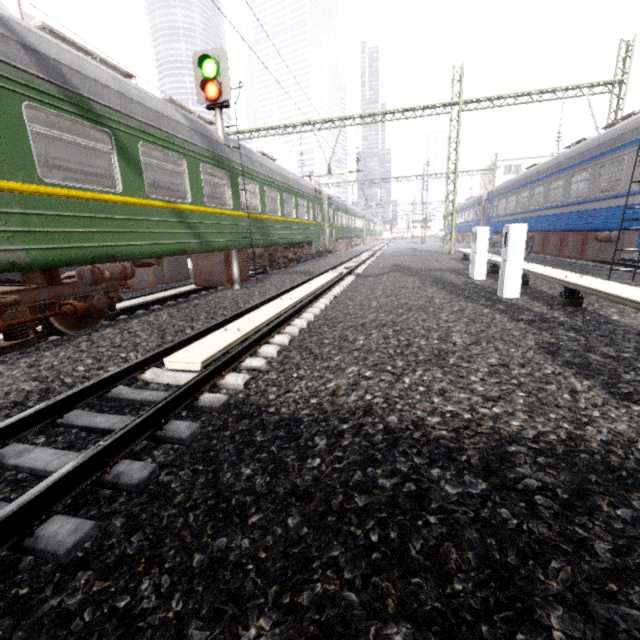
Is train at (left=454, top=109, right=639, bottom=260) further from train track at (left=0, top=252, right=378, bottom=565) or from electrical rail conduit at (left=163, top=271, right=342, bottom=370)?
electrical rail conduit at (left=163, top=271, right=342, bottom=370)

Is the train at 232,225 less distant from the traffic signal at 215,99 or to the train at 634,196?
the traffic signal at 215,99

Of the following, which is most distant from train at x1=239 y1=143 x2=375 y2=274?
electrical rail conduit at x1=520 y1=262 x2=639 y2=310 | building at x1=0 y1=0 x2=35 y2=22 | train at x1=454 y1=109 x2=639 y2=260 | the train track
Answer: building at x1=0 y1=0 x2=35 y2=22

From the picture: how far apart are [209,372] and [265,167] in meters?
9.5

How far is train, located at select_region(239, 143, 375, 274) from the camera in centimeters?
1048cm

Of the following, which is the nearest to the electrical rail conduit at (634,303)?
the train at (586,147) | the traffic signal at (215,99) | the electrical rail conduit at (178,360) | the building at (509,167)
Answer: the train at (586,147)

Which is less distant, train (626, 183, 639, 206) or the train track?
the train track

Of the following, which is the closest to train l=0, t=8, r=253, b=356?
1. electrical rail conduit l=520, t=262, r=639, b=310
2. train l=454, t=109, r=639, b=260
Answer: electrical rail conduit l=520, t=262, r=639, b=310
